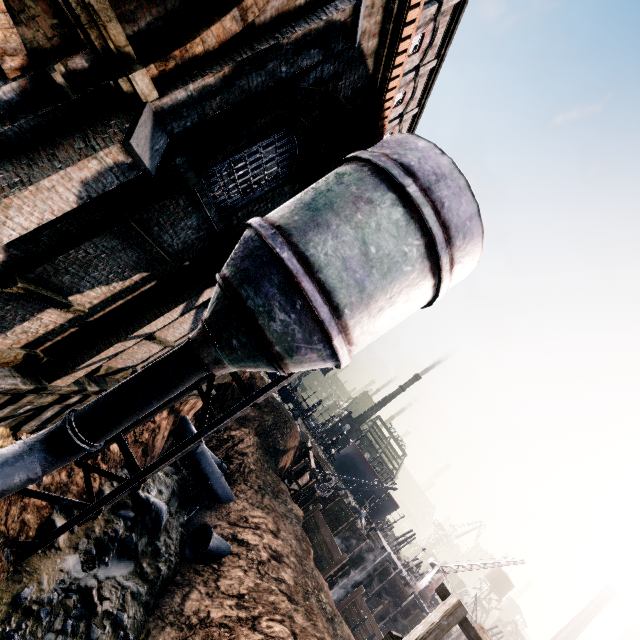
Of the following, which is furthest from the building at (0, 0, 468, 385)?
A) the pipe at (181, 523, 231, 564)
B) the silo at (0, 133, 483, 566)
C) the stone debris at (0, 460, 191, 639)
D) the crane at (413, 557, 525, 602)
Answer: the crane at (413, 557, 525, 602)

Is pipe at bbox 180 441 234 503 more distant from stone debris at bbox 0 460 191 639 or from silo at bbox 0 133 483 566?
silo at bbox 0 133 483 566

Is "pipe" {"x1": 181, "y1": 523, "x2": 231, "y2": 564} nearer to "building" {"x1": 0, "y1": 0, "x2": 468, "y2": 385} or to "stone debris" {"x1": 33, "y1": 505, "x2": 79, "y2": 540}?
"stone debris" {"x1": 33, "y1": 505, "x2": 79, "y2": 540}

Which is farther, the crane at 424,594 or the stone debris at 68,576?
the crane at 424,594

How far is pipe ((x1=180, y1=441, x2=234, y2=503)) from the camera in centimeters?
2347cm

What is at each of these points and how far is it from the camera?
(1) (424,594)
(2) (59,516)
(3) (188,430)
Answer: (1) crane, 40.3m
(2) stone debris, 12.8m
(3) pipe, 24.6m

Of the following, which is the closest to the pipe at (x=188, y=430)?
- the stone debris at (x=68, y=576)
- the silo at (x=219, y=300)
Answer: the stone debris at (x=68, y=576)
